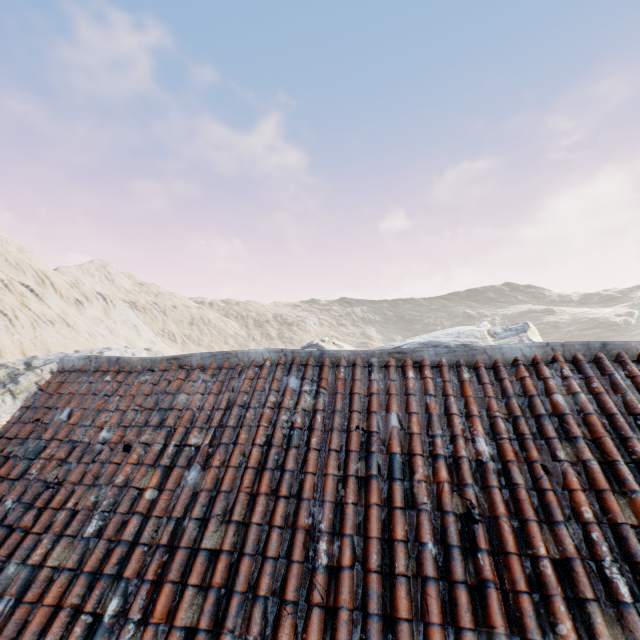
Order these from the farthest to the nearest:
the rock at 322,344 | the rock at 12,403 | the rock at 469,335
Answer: the rock at 322,344, the rock at 12,403, the rock at 469,335

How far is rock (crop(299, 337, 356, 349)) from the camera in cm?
2516

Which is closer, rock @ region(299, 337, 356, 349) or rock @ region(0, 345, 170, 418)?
rock @ region(0, 345, 170, 418)

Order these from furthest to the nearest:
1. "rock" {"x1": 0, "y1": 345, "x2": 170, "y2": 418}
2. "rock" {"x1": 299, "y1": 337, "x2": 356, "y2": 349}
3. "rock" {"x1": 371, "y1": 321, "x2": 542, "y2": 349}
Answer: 1. "rock" {"x1": 299, "y1": 337, "x2": 356, "y2": 349}
2. "rock" {"x1": 0, "y1": 345, "x2": 170, "y2": 418}
3. "rock" {"x1": 371, "y1": 321, "x2": 542, "y2": 349}

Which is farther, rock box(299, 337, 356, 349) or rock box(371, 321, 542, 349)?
rock box(299, 337, 356, 349)

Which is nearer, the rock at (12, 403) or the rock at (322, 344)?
the rock at (12, 403)

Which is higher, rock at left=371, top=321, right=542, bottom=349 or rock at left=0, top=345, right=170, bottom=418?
rock at left=371, top=321, right=542, bottom=349

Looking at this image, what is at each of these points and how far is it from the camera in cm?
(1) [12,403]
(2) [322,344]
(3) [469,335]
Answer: (1) rock, 2108
(2) rock, 2531
(3) rock, 2025
